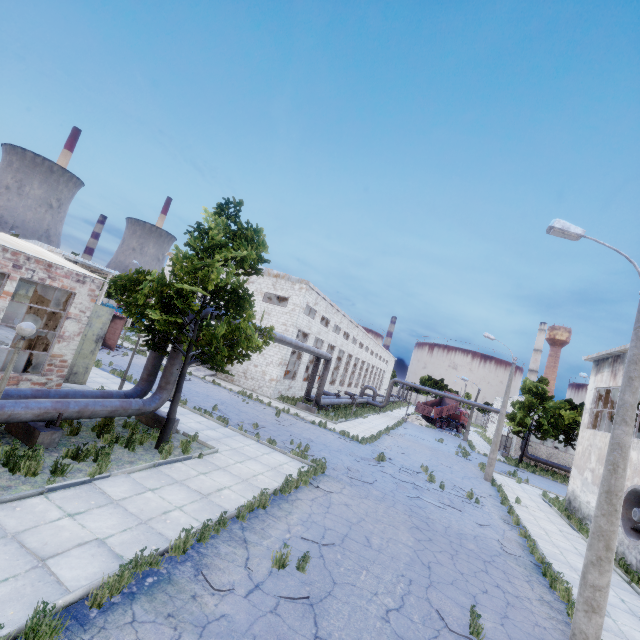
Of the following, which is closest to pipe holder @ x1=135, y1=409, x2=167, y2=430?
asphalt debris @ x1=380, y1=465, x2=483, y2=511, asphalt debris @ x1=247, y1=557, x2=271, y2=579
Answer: asphalt debris @ x1=247, y1=557, x2=271, y2=579

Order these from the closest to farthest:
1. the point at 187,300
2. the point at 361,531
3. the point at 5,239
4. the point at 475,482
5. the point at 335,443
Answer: the point at 361,531, the point at 187,300, the point at 5,239, the point at 335,443, the point at 475,482

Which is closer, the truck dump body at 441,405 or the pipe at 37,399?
the pipe at 37,399

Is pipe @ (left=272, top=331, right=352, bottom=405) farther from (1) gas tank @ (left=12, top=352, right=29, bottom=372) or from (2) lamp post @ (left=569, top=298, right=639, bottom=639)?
(2) lamp post @ (left=569, top=298, right=639, bottom=639)

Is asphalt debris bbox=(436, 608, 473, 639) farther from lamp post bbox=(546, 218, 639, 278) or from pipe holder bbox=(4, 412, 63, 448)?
pipe holder bbox=(4, 412, 63, 448)

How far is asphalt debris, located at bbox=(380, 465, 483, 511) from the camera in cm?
1499

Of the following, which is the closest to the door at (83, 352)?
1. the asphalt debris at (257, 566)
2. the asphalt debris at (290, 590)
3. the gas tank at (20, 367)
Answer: the gas tank at (20, 367)

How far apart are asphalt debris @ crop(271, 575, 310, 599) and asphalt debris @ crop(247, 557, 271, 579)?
0.2 meters
